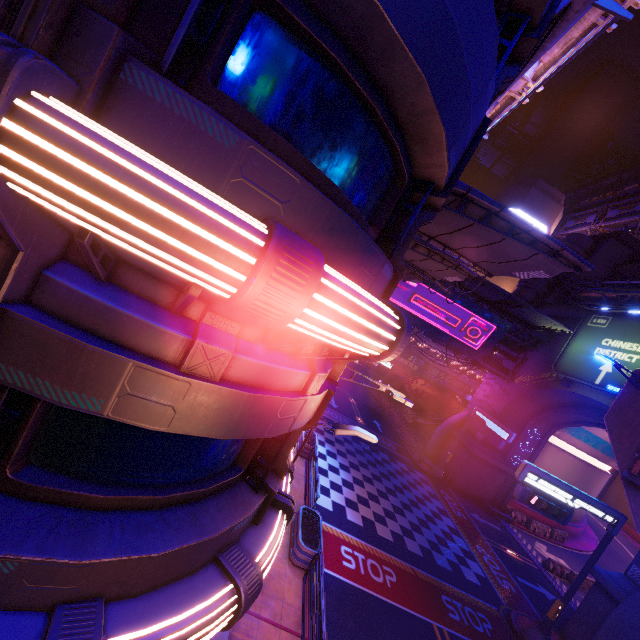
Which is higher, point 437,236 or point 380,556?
point 437,236

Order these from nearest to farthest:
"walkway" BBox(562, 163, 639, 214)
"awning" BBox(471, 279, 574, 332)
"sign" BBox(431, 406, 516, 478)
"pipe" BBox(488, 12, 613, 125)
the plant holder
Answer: the plant holder
"pipe" BBox(488, 12, 613, 125)
"awning" BBox(471, 279, 574, 332)
"sign" BBox(431, 406, 516, 478)
"walkway" BBox(562, 163, 639, 214)

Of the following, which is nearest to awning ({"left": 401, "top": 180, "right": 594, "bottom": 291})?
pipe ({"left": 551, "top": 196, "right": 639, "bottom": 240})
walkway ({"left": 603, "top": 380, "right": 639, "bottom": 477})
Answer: walkway ({"left": 603, "top": 380, "right": 639, "bottom": 477})

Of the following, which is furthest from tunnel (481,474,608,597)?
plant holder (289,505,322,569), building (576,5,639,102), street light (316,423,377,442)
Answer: building (576,5,639,102)

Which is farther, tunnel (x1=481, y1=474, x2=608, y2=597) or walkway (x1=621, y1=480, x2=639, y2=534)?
tunnel (x1=481, y1=474, x2=608, y2=597)

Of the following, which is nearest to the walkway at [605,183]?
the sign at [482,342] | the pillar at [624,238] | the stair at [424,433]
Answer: the pillar at [624,238]

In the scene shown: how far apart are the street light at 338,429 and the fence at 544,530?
29.18m

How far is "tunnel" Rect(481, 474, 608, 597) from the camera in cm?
2417
